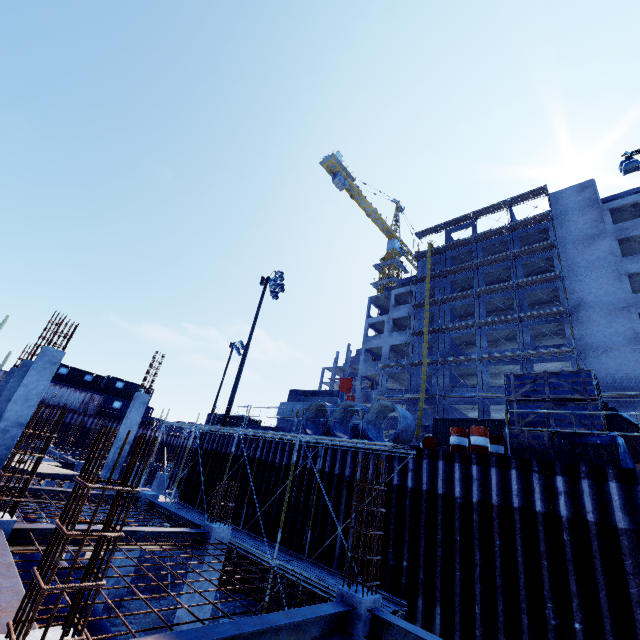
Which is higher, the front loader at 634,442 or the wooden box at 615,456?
the front loader at 634,442

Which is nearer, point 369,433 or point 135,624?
point 135,624

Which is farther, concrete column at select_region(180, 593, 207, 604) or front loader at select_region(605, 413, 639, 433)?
front loader at select_region(605, 413, 639, 433)

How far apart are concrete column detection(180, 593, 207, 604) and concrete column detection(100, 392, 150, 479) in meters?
9.3 m

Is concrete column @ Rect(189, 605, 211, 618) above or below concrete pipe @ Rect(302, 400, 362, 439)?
below

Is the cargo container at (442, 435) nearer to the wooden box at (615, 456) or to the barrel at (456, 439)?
the wooden box at (615, 456)

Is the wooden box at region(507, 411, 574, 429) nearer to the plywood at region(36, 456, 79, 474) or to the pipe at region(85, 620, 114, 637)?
the pipe at region(85, 620, 114, 637)

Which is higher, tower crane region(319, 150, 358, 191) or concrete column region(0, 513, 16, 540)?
tower crane region(319, 150, 358, 191)
